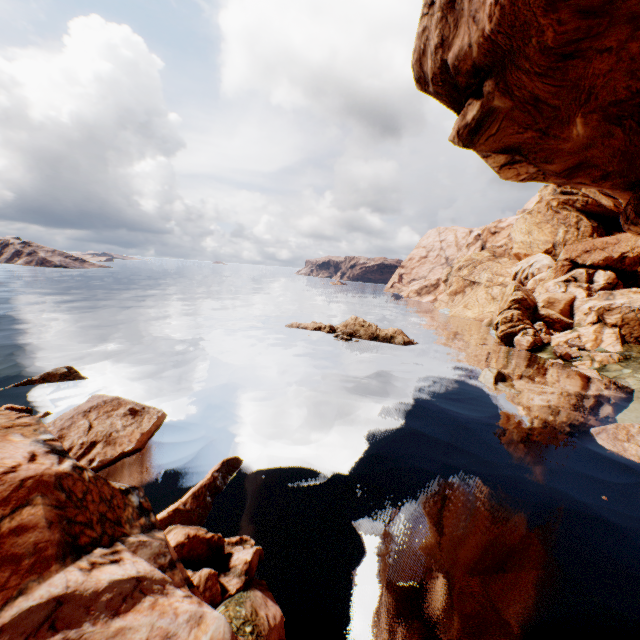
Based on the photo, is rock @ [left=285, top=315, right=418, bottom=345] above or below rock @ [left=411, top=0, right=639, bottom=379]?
below

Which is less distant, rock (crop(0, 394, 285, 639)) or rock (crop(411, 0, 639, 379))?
rock (crop(0, 394, 285, 639))

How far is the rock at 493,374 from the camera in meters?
26.2 m

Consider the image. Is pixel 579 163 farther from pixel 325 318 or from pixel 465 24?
pixel 325 318

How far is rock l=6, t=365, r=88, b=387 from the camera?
20.40m

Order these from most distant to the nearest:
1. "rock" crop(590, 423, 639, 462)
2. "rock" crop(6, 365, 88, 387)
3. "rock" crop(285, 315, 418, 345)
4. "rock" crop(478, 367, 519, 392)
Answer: "rock" crop(285, 315, 418, 345), "rock" crop(478, 367, 519, 392), "rock" crop(6, 365, 88, 387), "rock" crop(590, 423, 639, 462)

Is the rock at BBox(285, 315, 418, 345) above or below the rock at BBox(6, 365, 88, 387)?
above
